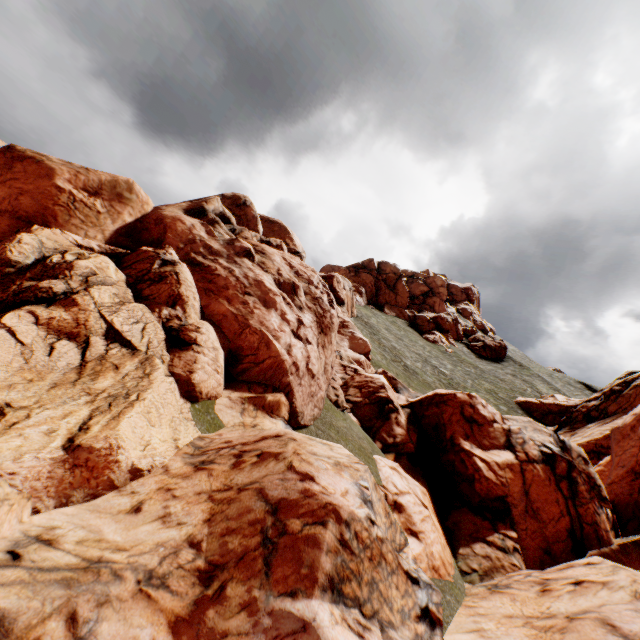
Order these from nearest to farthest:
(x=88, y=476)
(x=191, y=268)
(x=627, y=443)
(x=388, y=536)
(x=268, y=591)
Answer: (x=268, y=591)
(x=88, y=476)
(x=388, y=536)
(x=191, y=268)
(x=627, y=443)
